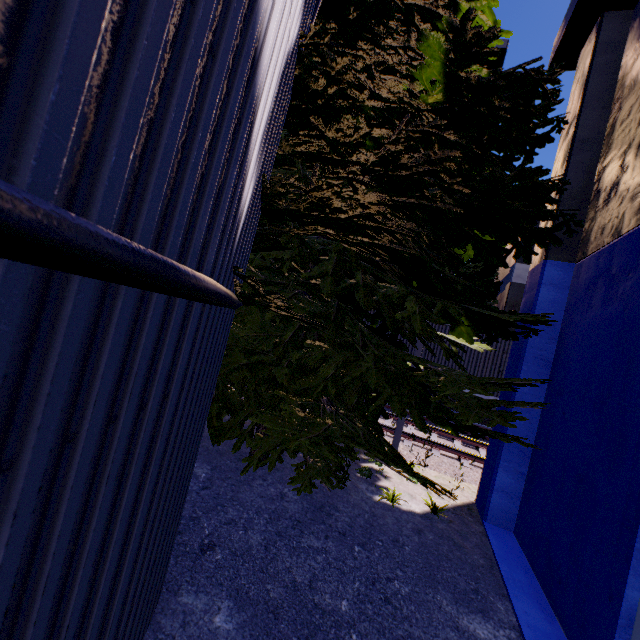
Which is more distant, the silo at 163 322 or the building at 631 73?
the building at 631 73

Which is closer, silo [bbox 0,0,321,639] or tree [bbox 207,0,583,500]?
silo [bbox 0,0,321,639]

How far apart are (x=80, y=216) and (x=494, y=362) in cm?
1413

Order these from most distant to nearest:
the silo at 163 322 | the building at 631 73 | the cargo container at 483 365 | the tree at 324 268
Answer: the cargo container at 483 365
the building at 631 73
the tree at 324 268
the silo at 163 322

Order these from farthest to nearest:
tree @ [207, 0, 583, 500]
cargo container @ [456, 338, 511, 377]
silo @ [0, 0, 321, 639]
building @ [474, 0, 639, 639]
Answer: cargo container @ [456, 338, 511, 377], building @ [474, 0, 639, 639], tree @ [207, 0, 583, 500], silo @ [0, 0, 321, 639]

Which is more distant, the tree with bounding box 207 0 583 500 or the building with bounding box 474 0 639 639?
the building with bounding box 474 0 639 639

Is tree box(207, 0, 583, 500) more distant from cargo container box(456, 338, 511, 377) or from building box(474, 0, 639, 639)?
cargo container box(456, 338, 511, 377)

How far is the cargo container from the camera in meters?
12.5
